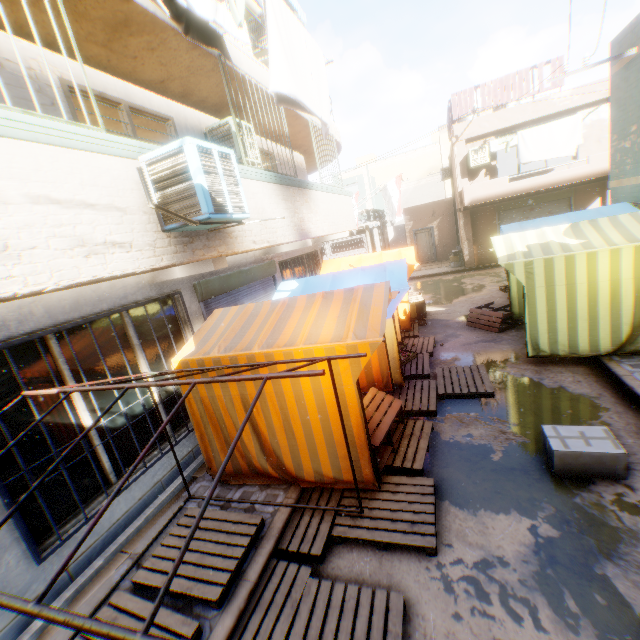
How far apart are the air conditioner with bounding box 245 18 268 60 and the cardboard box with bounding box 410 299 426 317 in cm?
397

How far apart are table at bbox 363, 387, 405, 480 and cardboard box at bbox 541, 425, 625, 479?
1.26m

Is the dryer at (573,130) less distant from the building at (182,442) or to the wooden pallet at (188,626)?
the building at (182,442)

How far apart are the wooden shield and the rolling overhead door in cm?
33

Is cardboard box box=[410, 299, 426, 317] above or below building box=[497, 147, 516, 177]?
below

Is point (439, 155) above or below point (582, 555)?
above

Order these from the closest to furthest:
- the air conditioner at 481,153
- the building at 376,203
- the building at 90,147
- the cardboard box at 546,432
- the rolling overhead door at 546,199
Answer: the building at 90,147, the cardboard box at 546,432, the air conditioner at 481,153, the rolling overhead door at 546,199, the building at 376,203

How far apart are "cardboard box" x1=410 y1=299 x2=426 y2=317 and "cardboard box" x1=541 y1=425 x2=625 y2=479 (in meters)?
3.61
